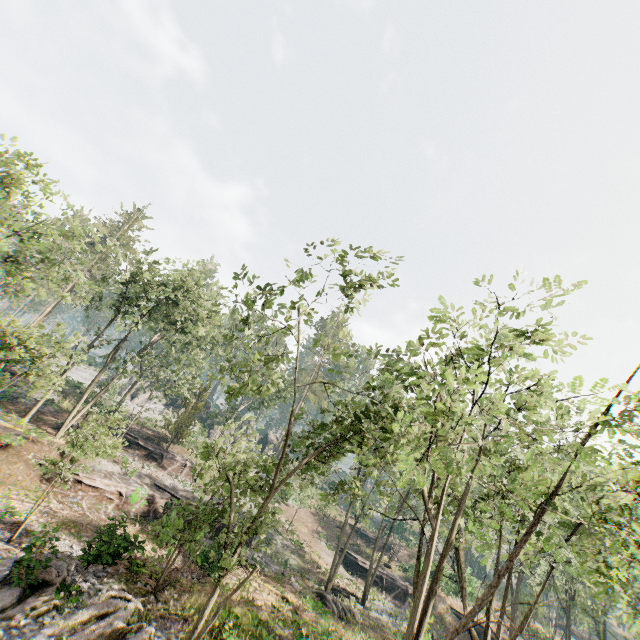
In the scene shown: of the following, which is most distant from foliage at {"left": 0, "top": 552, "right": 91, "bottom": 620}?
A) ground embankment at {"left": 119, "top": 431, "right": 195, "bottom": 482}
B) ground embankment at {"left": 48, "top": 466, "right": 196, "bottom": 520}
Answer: ground embankment at {"left": 48, "top": 466, "right": 196, "bottom": 520}

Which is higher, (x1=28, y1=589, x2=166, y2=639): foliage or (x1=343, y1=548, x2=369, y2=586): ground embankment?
(x1=343, y1=548, x2=369, y2=586): ground embankment

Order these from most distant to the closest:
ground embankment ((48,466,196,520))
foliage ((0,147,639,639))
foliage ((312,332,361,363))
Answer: ground embankment ((48,466,196,520)) < foliage ((312,332,361,363)) < foliage ((0,147,639,639))

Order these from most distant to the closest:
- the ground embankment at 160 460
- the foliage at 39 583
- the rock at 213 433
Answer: the rock at 213 433 → the ground embankment at 160 460 → the foliage at 39 583

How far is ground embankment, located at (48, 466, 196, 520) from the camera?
20.9 meters

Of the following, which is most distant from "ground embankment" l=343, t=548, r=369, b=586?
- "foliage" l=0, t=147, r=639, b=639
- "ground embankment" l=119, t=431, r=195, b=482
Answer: "ground embankment" l=119, t=431, r=195, b=482

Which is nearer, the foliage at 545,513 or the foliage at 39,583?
the foliage at 545,513

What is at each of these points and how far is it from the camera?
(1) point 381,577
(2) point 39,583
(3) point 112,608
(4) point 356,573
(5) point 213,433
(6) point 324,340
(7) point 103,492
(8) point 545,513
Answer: (1) ground embankment, 36.6m
(2) foliage, 13.7m
(3) foliage, 14.1m
(4) ground embankment, 37.1m
(5) rock, 54.1m
(6) foliage, 12.5m
(7) ground embankment, 22.6m
(8) foliage, 9.7m
